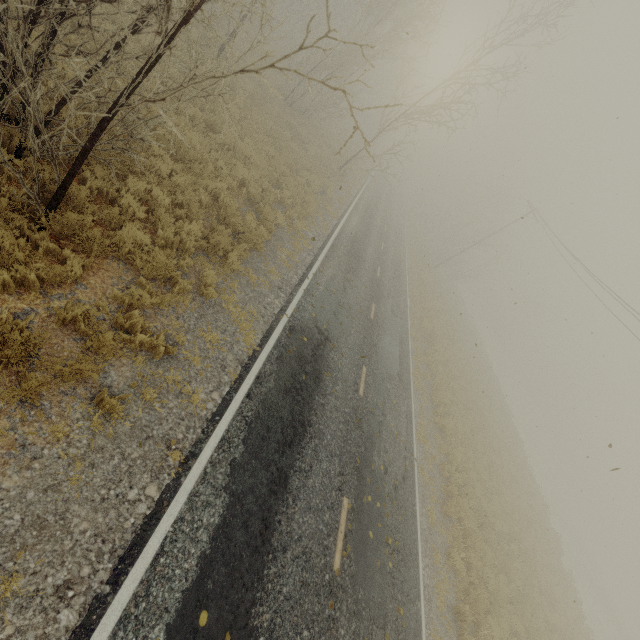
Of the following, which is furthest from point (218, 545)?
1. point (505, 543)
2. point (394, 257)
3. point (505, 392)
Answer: point (505, 392)

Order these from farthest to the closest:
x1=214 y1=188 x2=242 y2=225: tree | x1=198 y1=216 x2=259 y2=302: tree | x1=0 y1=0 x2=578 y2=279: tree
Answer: x1=214 y1=188 x2=242 y2=225: tree → x1=198 y1=216 x2=259 y2=302: tree → x1=0 y1=0 x2=578 y2=279: tree

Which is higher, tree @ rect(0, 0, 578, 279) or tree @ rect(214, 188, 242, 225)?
tree @ rect(214, 188, 242, 225)

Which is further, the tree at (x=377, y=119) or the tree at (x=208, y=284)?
the tree at (x=208, y=284)

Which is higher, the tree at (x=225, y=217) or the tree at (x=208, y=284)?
the tree at (x=225, y=217)

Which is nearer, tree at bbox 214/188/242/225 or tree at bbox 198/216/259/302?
tree at bbox 198/216/259/302
